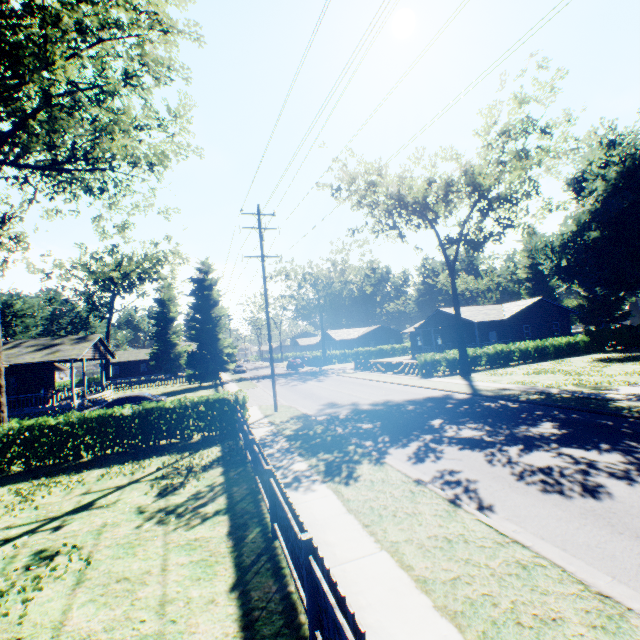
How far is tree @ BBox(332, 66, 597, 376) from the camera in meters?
21.2 m

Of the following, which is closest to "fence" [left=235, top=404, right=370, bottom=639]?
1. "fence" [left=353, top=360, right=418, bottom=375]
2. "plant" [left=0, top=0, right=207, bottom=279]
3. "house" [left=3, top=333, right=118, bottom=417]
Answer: "plant" [left=0, top=0, right=207, bottom=279]

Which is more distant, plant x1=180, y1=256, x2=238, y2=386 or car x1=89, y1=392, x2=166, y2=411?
plant x1=180, y1=256, x2=238, y2=386

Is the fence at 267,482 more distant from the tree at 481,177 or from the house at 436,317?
the house at 436,317

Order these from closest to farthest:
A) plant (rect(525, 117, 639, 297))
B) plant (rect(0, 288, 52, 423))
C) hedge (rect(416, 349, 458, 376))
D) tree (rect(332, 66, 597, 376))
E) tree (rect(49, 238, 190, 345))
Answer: plant (rect(0, 288, 52, 423)) < tree (rect(332, 66, 597, 376)) < hedge (rect(416, 349, 458, 376)) < plant (rect(525, 117, 639, 297)) < tree (rect(49, 238, 190, 345))

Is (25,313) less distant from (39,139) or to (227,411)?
(39,139)

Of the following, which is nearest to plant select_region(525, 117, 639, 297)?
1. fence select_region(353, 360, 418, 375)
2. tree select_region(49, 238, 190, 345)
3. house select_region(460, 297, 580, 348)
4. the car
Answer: tree select_region(49, 238, 190, 345)

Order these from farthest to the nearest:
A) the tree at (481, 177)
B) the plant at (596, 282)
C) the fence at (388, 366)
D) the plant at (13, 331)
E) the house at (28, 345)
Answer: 1. the plant at (596, 282)
2. the fence at (388, 366)
3. the house at (28, 345)
4. the tree at (481, 177)
5. the plant at (13, 331)
